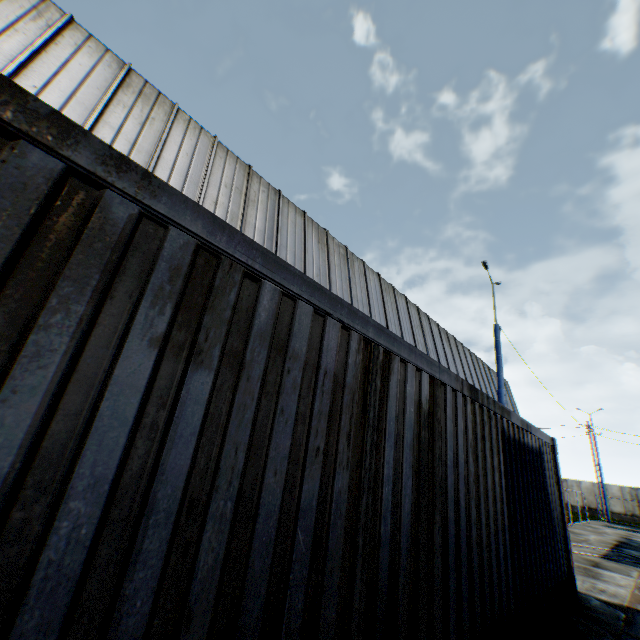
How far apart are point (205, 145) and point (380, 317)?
10.16m

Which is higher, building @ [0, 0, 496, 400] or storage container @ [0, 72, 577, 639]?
building @ [0, 0, 496, 400]

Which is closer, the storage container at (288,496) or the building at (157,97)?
the storage container at (288,496)

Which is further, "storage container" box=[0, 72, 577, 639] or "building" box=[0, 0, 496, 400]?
"building" box=[0, 0, 496, 400]

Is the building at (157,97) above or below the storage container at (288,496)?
above
